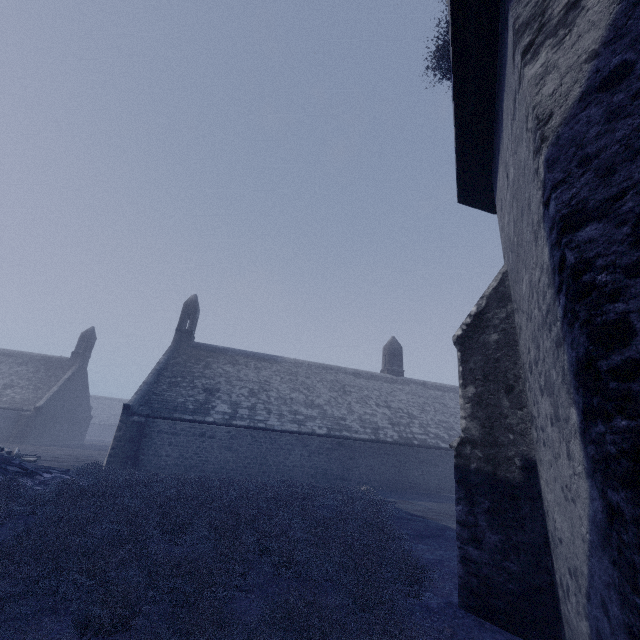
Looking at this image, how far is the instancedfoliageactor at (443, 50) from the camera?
4.41m

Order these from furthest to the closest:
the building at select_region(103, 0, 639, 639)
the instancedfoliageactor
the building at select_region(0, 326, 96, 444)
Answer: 1. the building at select_region(0, 326, 96, 444)
2. the instancedfoliageactor
3. the building at select_region(103, 0, 639, 639)

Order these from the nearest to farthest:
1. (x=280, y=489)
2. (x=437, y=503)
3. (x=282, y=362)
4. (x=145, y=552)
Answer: (x=145, y=552), (x=280, y=489), (x=437, y=503), (x=282, y=362)

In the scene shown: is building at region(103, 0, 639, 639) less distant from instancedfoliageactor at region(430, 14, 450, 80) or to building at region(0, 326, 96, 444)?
instancedfoliageactor at region(430, 14, 450, 80)

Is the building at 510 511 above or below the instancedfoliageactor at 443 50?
below

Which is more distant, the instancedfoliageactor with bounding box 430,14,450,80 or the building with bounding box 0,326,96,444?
the building with bounding box 0,326,96,444

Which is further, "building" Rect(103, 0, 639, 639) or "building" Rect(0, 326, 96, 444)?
"building" Rect(0, 326, 96, 444)

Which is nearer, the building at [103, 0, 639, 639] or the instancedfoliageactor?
the building at [103, 0, 639, 639]
